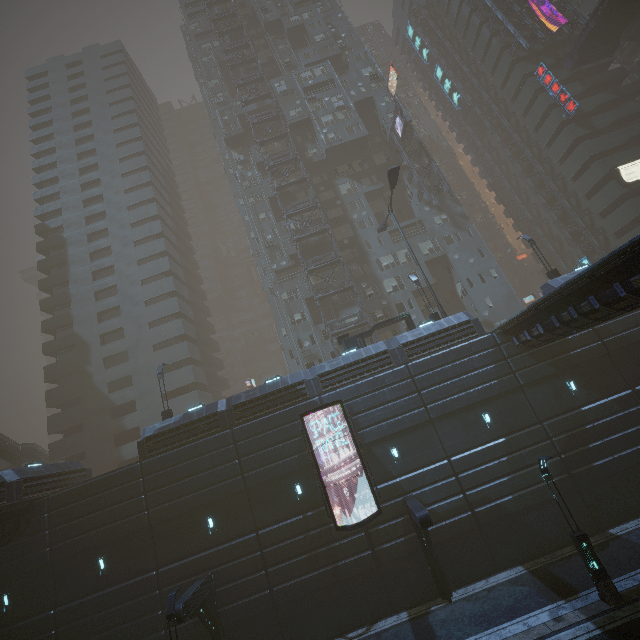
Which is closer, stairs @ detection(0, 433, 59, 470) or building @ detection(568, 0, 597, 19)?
stairs @ detection(0, 433, 59, 470)

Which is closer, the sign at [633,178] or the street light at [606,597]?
the street light at [606,597]

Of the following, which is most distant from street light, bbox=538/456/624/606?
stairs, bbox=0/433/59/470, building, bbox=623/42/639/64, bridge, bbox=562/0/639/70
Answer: building, bbox=623/42/639/64

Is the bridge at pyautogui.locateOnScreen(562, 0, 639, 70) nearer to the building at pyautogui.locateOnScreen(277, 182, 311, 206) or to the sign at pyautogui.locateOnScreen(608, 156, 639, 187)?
the building at pyautogui.locateOnScreen(277, 182, 311, 206)

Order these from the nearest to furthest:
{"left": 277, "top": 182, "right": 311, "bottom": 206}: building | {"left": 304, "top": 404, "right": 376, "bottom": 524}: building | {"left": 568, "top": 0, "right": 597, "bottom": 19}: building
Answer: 1. {"left": 304, "top": 404, "right": 376, "bottom": 524}: building
2. {"left": 277, "top": 182, "right": 311, "bottom": 206}: building
3. {"left": 568, "top": 0, "right": 597, "bottom": 19}: building

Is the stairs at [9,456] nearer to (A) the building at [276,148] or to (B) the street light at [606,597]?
(A) the building at [276,148]

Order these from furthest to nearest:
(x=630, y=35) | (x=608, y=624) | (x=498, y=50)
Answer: (x=498, y=50)
(x=630, y=35)
(x=608, y=624)

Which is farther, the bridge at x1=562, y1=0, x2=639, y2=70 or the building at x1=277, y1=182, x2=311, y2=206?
the building at x1=277, y1=182, x2=311, y2=206
